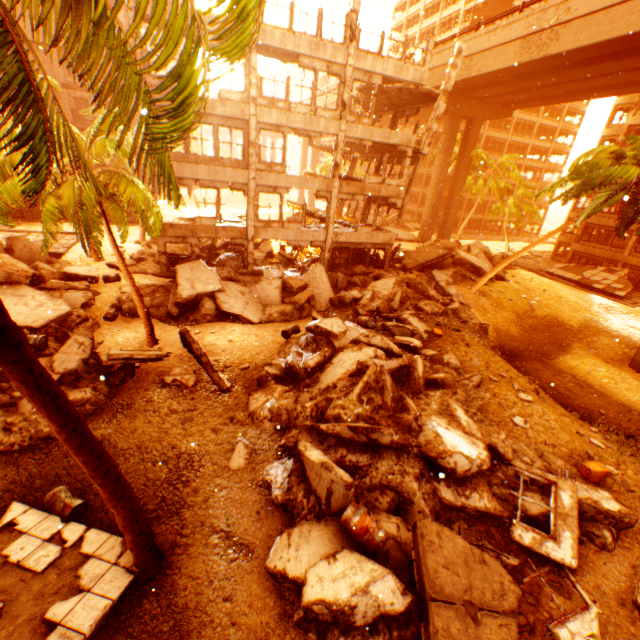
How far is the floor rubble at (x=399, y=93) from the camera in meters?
19.4

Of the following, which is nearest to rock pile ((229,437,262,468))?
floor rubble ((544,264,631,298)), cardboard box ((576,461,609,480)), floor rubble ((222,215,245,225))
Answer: cardboard box ((576,461,609,480))

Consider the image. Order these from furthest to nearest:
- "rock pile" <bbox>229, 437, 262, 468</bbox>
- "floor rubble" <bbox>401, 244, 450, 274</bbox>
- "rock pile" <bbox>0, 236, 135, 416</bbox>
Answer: "floor rubble" <bbox>401, 244, 450, 274</bbox> → "rock pile" <bbox>0, 236, 135, 416</bbox> → "rock pile" <bbox>229, 437, 262, 468</bbox>

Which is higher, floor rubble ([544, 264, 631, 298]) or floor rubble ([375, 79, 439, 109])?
floor rubble ([375, 79, 439, 109])

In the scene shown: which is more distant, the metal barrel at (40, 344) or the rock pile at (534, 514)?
the metal barrel at (40, 344)

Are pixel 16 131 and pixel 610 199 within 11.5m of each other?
no

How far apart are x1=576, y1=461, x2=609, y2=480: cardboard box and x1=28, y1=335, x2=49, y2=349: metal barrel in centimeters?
1827cm

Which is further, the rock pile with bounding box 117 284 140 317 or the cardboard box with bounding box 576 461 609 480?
the rock pile with bounding box 117 284 140 317
